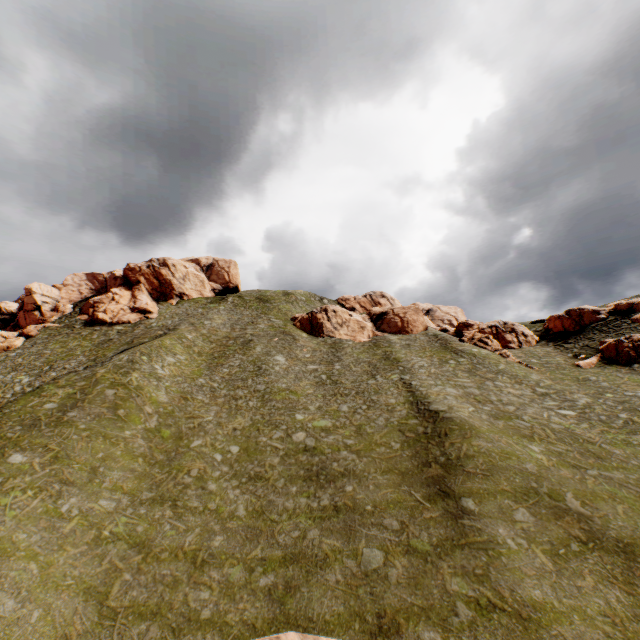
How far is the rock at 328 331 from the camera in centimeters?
5605cm

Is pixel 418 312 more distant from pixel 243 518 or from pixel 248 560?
pixel 248 560

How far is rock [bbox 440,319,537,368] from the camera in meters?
46.8

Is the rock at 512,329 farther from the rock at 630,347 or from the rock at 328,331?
the rock at 328,331

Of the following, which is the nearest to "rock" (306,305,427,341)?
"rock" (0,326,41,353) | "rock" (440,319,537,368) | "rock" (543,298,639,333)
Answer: "rock" (440,319,537,368)

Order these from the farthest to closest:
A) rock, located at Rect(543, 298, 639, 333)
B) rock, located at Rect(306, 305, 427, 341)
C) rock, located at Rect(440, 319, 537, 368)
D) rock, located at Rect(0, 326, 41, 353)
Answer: rock, located at Rect(306, 305, 427, 341) → rock, located at Rect(0, 326, 41, 353) → rock, located at Rect(543, 298, 639, 333) → rock, located at Rect(440, 319, 537, 368)
